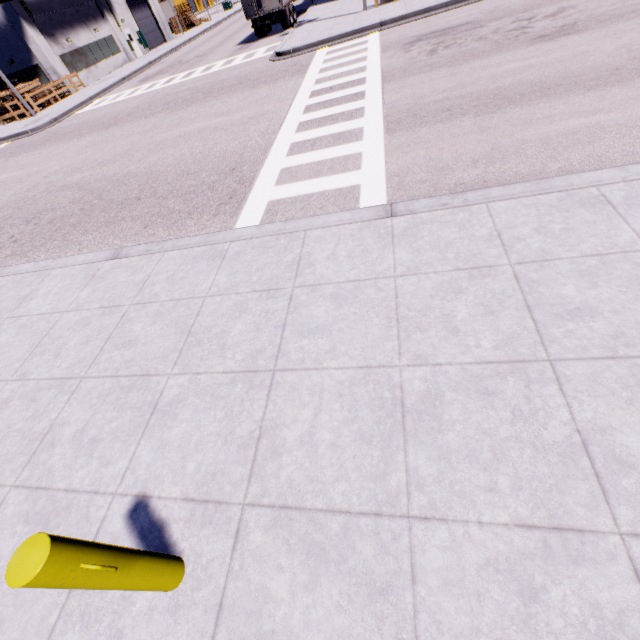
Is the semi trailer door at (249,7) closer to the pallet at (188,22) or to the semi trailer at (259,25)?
the semi trailer at (259,25)

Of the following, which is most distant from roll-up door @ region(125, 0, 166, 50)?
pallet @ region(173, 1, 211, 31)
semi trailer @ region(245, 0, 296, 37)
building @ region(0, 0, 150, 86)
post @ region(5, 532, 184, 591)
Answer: post @ region(5, 532, 184, 591)

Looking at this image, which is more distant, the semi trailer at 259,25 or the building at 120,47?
the building at 120,47

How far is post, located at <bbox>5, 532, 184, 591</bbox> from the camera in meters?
1.5 m

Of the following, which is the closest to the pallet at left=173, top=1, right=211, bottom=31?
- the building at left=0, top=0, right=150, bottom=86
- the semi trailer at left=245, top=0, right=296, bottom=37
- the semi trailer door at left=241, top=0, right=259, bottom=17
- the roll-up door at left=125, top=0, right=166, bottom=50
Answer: the semi trailer at left=245, top=0, right=296, bottom=37

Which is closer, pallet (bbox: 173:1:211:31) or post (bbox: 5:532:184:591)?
post (bbox: 5:532:184:591)

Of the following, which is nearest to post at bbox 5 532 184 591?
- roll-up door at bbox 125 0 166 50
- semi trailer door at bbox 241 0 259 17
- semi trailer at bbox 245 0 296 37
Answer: semi trailer at bbox 245 0 296 37

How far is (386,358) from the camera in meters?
3.1 m
